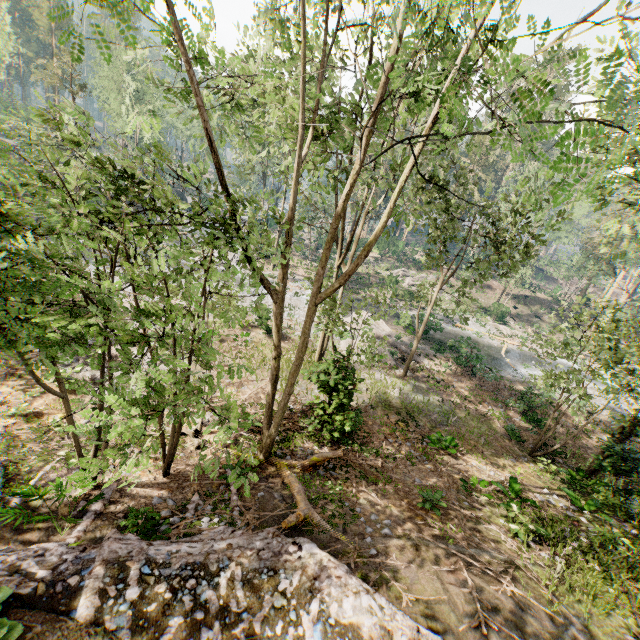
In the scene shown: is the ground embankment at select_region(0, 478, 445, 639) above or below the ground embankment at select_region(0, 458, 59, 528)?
above

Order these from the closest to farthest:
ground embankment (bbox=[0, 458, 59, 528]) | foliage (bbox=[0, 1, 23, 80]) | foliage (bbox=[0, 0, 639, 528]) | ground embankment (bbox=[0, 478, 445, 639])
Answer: foliage (bbox=[0, 0, 639, 528])
ground embankment (bbox=[0, 478, 445, 639])
ground embankment (bbox=[0, 458, 59, 528])
foliage (bbox=[0, 1, 23, 80])

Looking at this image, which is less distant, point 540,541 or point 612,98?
point 612,98

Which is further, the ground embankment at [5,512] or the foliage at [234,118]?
the ground embankment at [5,512]

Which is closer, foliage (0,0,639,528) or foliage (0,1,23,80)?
foliage (0,0,639,528)

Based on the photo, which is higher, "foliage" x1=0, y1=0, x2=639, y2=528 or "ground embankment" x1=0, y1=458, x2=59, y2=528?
"foliage" x1=0, y1=0, x2=639, y2=528

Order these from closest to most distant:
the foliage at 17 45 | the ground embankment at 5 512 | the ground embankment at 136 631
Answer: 1. the ground embankment at 136 631
2. the ground embankment at 5 512
3. the foliage at 17 45

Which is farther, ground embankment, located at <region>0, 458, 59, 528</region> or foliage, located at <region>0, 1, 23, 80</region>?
foliage, located at <region>0, 1, 23, 80</region>
